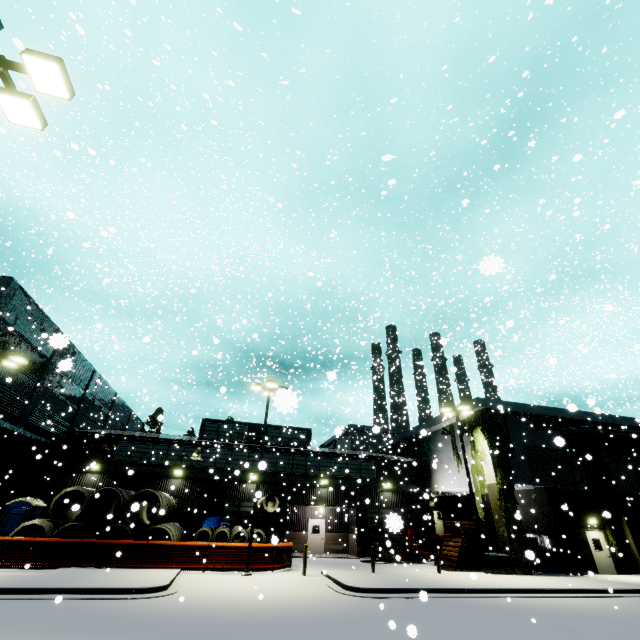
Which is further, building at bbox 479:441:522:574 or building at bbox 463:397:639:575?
building at bbox 463:397:639:575

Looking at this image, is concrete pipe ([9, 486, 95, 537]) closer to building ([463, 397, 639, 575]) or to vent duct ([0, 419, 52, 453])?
building ([463, 397, 639, 575])

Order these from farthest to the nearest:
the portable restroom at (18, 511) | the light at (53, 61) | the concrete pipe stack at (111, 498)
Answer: the portable restroom at (18, 511) < the concrete pipe stack at (111, 498) < the light at (53, 61)

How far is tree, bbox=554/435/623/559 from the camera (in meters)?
21.88

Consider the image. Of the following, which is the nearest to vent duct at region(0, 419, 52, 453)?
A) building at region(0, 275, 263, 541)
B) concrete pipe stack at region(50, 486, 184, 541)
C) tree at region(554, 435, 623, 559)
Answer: building at region(0, 275, 263, 541)

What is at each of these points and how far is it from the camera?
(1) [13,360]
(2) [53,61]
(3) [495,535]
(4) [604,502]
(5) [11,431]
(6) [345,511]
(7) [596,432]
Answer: (1) light, 19.2m
(2) light, 6.2m
(3) building, 26.6m
(4) tree, 23.5m
(5) vent duct, 21.1m
(6) building, 29.0m
(7) pipe, 24.5m

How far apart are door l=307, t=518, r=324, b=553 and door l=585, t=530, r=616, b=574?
19.0 meters

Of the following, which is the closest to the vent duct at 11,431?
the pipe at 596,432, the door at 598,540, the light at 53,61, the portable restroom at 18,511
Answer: the portable restroom at 18,511
